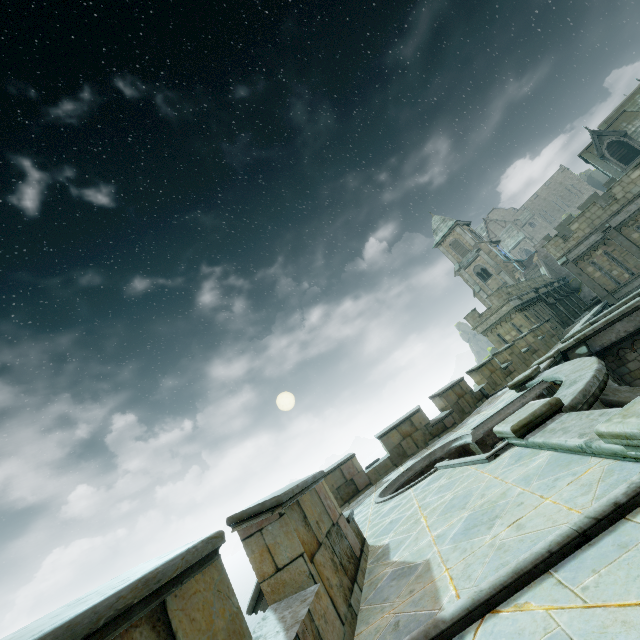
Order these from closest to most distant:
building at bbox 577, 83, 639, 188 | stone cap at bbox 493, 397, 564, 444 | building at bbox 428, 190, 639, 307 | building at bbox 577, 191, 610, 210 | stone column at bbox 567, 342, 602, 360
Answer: stone cap at bbox 493, 397, 564, 444 → stone column at bbox 567, 342, 602, 360 → building at bbox 428, 190, 639, 307 → building at bbox 577, 83, 639, 188 → building at bbox 577, 191, 610, 210

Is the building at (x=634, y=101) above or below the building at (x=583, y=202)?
above

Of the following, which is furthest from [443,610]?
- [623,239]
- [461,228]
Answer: [461,228]

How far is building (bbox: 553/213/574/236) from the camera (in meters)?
41.10

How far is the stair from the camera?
41.3m

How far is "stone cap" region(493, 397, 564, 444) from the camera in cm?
498

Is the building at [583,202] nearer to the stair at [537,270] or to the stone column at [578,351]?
the stair at [537,270]

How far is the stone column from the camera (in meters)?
12.26
